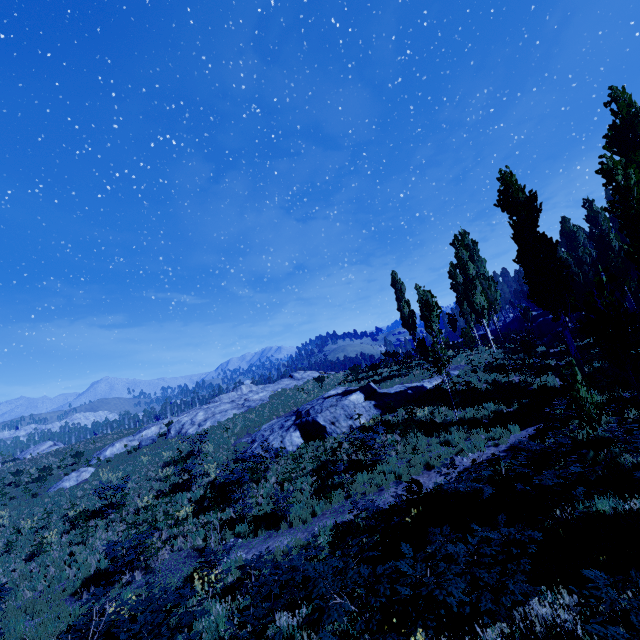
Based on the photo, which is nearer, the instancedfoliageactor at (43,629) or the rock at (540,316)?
the instancedfoliageactor at (43,629)

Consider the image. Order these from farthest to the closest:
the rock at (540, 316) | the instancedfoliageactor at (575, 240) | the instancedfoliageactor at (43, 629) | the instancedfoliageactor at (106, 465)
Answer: the rock at (540, 316) → the instancedfoliageactor at (106, 465) → the instancedfoliageactor at (43, 629) → the instancedfoliageactor at (575, 240)

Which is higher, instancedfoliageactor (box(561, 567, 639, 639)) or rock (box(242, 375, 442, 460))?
rock (box(242, 375, 442, 460))

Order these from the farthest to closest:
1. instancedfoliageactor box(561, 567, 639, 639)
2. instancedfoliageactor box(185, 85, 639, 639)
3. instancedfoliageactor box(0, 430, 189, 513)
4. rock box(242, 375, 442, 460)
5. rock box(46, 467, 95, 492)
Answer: rock box(46, 467, 95, 492) < instancedfoliageactor box(0, 430, 189, 513) < rock box(242, 375, 442, 460) < instancedfoliageactor box(185, 85, 639, 639) < instancedfoliageactor box(561, 567, 639, 639)

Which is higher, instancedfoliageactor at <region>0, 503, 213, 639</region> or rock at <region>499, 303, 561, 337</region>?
rock at <region>499, 303, 561, 337</region>

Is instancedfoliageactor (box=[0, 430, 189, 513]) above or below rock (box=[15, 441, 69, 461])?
below

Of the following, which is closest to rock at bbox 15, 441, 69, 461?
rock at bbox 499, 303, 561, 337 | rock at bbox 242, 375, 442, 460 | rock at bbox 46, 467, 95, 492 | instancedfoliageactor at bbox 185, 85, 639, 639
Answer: instancedfoliageactor at bbox 185, 85, 639, 639

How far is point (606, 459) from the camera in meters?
9.3
